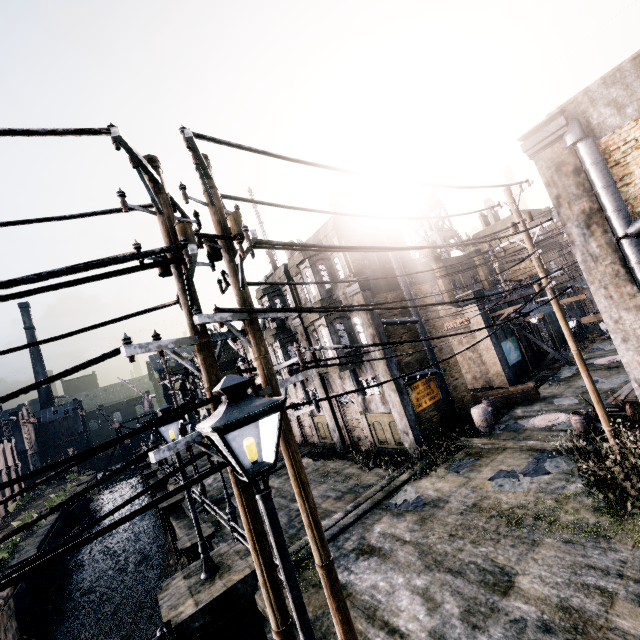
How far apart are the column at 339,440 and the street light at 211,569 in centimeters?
1379cm

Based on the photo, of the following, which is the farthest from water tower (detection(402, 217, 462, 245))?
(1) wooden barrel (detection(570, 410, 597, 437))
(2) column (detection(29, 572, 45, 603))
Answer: (2) column (detection(29, 572, 45, 603))

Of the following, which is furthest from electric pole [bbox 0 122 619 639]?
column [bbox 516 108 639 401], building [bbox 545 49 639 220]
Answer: building [bbox 545 49 639 220]

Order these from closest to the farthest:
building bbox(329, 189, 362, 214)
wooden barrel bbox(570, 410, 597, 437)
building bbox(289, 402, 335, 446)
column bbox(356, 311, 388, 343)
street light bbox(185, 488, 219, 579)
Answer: street light bbox(185, 488, 219, 579) → wooden barrel bbox(570, 410, 597, 437) → column bbox(356, 311, 388, 343) → building bbox(329, 189, 362, 214) → building bbox(289, 402, 335, 446)

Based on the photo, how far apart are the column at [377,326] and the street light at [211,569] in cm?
1057

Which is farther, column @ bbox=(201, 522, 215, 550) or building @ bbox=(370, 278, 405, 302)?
building @ bbox=(370, 278, 405, 302)

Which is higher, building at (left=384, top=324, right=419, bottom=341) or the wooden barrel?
building at (left=384, top=324, right=419, bottom=341)

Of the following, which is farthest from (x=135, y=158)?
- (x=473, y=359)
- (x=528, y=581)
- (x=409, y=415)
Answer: (x=473, y=359)
